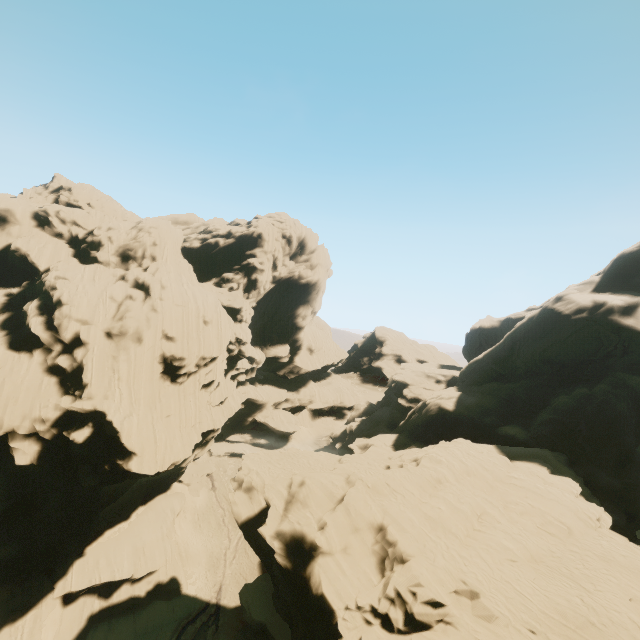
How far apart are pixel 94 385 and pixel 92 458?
7.1 meters

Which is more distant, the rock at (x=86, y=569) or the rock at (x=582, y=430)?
the rock at (x=86, y=569)

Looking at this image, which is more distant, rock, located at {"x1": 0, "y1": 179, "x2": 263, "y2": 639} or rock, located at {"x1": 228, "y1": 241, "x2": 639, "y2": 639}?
rock, located at {"x1": 0, "y1": 179, "x2": 263, "y2": 639}
